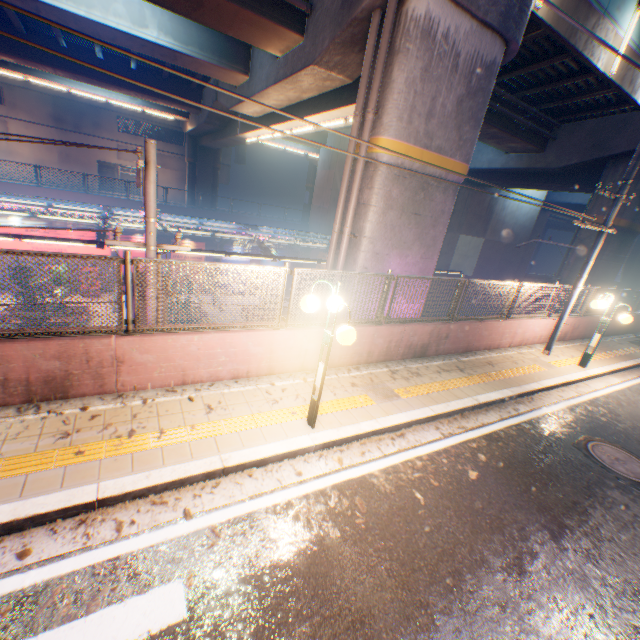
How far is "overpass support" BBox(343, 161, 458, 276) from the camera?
8.1m

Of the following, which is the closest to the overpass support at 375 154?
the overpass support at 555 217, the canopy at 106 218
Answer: the overpass support at 555 217

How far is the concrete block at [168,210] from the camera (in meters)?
24.76

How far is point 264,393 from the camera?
5.9m

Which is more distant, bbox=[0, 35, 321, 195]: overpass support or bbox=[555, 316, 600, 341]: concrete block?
bbox=[0, 35, 321, 195]: overpass support

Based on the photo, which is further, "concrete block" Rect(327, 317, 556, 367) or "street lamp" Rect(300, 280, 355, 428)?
"concrete block" Rect(327, 317, 556, 367)

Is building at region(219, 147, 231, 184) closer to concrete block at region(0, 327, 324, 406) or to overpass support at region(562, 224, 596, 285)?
overpass support at region(562, 224, 596, 285)

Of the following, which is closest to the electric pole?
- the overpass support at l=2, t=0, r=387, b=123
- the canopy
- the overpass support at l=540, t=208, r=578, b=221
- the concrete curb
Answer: the concrete curb
